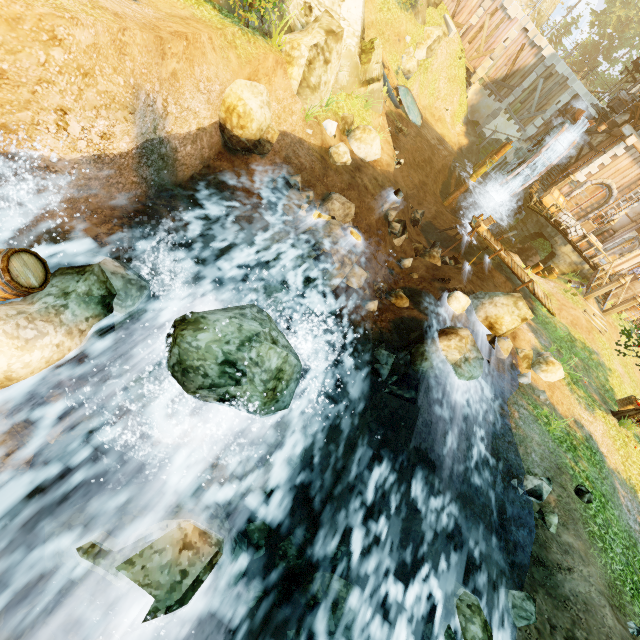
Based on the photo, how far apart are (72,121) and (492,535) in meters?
12.9 m

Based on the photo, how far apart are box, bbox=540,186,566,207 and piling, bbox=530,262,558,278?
3.7m

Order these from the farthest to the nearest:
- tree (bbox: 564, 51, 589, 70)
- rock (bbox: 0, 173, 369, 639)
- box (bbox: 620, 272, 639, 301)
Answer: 1. tree (bbox: 564, 51, 589, 70)
2. box (bbox: 620, 272, 639, 301)
3. rock (bbox: 0, 173, 369, 639)

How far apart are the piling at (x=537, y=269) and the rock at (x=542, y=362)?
9.9m

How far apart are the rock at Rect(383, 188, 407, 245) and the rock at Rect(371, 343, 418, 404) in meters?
6.0

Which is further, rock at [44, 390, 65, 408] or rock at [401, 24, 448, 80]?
rock at [401, 24, 448, 80]

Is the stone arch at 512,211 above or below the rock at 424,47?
below

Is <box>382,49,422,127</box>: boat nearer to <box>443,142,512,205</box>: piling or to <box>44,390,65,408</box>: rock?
<box>443,142,512,205</box>: piling
